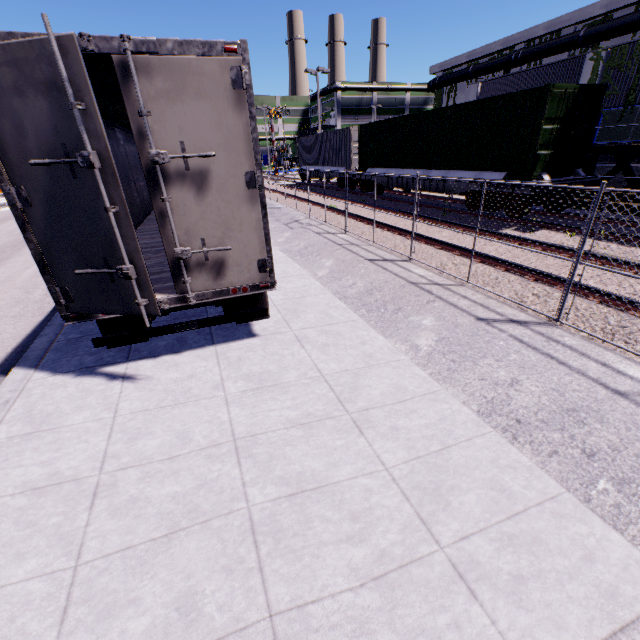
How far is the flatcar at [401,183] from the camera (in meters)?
16.09

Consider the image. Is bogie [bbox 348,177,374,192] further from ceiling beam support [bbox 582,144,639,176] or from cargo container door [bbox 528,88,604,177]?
cargo container door [bbox 528,88,604,177]

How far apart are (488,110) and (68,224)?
13.6m

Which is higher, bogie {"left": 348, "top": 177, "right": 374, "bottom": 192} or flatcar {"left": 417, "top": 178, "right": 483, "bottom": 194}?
flatcar {"left": 417, "top": 178, "right": 483, "bottom": 194}

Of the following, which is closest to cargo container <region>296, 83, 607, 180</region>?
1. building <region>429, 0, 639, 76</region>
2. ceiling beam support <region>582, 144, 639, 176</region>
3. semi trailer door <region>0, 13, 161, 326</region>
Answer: building <region>429, 0, 639, 76</region>

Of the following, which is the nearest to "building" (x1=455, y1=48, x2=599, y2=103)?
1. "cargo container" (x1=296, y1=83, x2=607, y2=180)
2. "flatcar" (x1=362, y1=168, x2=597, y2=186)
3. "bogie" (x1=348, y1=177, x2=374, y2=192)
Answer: "cargo container" (x1=296, y1=83, x2=607, y2=180)

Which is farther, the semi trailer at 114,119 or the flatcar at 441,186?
the flatcar at 441,186

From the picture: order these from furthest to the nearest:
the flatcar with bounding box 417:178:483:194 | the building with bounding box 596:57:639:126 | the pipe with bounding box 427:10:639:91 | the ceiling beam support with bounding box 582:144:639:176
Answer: the pipe with bounding box 427:10:639:91
the building with bounding box 596:57:639:126
the ceiling beam support with bounding box 582:144:639:176
the flatcar with bounding box 417:178:483:194
